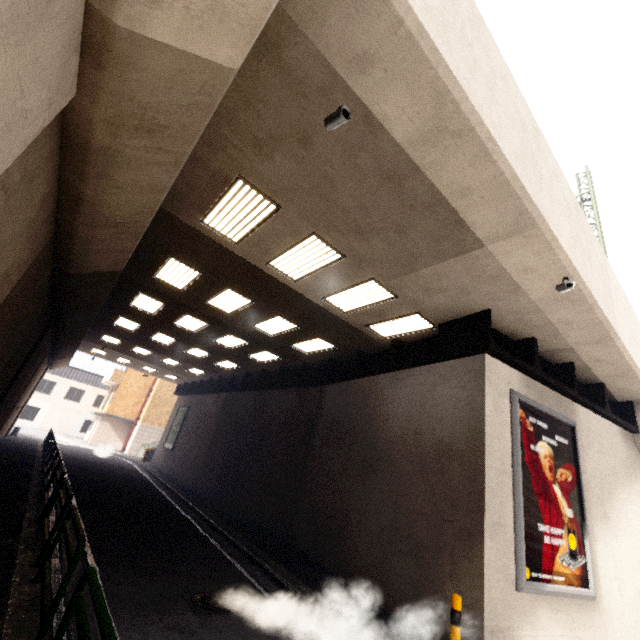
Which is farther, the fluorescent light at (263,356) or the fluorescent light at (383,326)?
the fluorescent light at (263,356)

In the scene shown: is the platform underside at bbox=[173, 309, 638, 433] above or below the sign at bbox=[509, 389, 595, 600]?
above

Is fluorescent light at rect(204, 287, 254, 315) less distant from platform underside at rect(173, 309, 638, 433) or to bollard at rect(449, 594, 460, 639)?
platform underside at rect(173, 309, 638, 433)

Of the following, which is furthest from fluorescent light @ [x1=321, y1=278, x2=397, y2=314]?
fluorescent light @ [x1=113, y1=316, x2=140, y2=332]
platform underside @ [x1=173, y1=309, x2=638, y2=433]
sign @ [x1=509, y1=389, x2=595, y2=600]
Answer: fluorescent light @ [x1=113, y1=316, x2=140, y2=332]

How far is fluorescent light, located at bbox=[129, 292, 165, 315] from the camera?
12.4m

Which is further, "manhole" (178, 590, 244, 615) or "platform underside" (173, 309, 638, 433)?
"platform underside" (173, 309, 638, 433)

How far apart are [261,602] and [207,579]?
1.34m

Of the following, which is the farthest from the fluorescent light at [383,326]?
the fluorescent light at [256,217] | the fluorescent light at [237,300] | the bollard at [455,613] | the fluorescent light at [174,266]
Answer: the bollard at [455,613]
